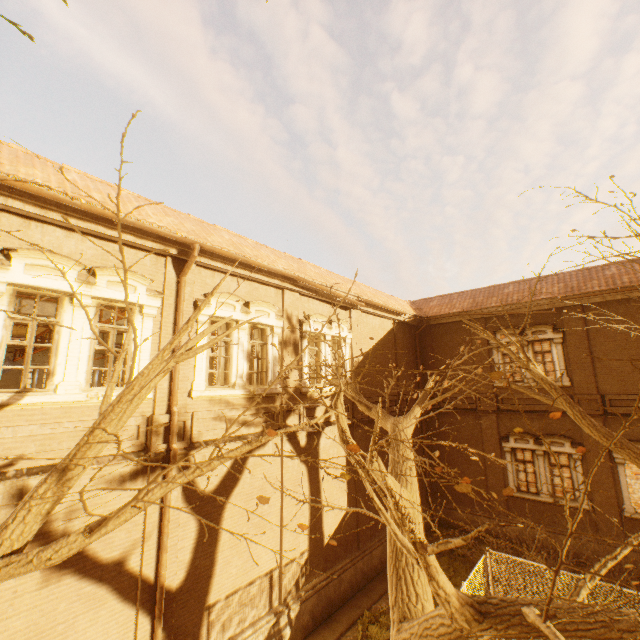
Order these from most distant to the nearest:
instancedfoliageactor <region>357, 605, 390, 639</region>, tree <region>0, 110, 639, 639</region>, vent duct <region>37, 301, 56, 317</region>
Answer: vent duct <region>37, 301, 56, 317</region> → instancedfoliageactor <region>357, 605, 390, 639</region> → tree <region>0, 110, 639, 639</region>

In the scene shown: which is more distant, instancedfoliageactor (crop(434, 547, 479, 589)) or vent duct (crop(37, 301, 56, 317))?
instancedfoliageactor (crop(434, 547, 479, 589))

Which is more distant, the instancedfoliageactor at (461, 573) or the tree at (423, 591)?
the instancedfoliageactor at (461, 573)

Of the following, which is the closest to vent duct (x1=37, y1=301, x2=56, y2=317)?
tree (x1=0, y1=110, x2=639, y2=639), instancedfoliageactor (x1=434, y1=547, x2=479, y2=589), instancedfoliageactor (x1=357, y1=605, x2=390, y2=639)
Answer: tree (x1=0, y1=110, x2=639, y2=639)

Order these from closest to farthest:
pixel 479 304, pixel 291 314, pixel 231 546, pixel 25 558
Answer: pixel 25 558
pixel 231 546
pixel 291 314
pixel 479 304

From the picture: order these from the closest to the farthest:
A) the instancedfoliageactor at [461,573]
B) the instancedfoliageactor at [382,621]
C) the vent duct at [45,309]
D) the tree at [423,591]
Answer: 1. the tree at [423,591]
2. the instancedfoliageactor at [382,621]
3. the vent duct at [45,309]
4. the instancedfoliageactor at [461,573]

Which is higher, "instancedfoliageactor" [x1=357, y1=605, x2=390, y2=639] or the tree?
the tree
